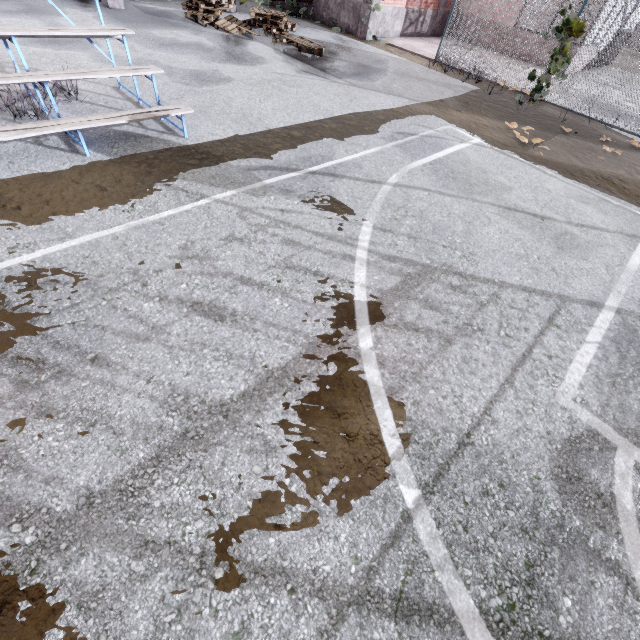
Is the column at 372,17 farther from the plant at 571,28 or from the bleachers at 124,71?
the bleachers at 124,71

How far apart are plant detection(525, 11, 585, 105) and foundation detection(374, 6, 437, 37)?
6.7 meters

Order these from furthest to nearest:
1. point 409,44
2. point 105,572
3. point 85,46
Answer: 1. point 409,44
2. point 85,46
3. point 105,572

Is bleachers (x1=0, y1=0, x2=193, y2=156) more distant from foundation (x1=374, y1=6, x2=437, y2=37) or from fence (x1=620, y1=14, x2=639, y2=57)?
foundation (x1=374, y1=6, x2=437, y2=37)

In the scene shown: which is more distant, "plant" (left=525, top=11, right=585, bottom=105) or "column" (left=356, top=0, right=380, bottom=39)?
"column" (left=356, top=0, right=380, bottom=39)

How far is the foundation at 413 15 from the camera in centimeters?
1296cm

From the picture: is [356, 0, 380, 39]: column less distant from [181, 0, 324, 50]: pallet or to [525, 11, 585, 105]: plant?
[181, 0, 324, 50]: pallet

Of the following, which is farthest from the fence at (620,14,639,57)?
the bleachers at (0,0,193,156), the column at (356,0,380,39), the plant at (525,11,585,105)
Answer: the bleachers at (0,0,193,156)
